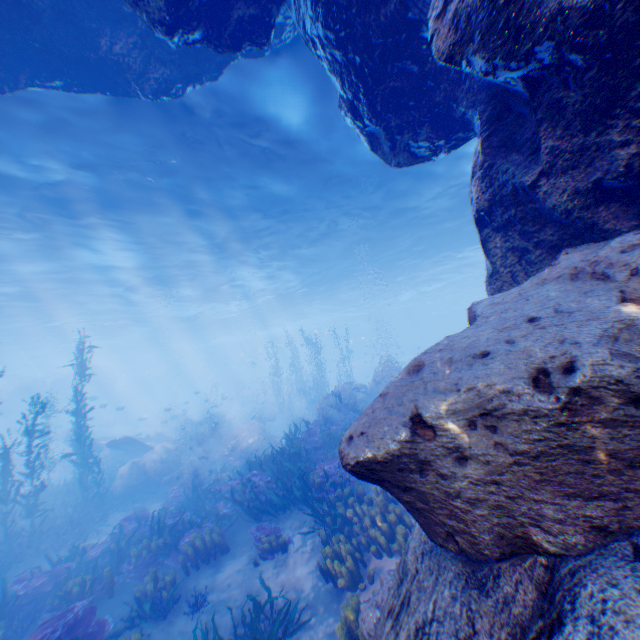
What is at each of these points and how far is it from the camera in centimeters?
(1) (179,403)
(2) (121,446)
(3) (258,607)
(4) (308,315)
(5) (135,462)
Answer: (1) rock, 5759cm
(2) plane, 1967cm
(3) instancedfoliageactor, 626cm
(4) light, 5175cm
(5) rock, 1711cm

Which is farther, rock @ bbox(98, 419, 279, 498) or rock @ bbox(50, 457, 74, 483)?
rock @ bbox(50, 457, 74, 483)

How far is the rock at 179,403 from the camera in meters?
32.4 m

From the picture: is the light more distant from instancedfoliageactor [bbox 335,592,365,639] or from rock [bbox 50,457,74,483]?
instancedfoliageactor [bbox 335,592,365,639]

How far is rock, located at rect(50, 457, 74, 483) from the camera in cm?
2573

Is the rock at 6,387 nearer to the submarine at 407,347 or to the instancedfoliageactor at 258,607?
the submarine at 407,347

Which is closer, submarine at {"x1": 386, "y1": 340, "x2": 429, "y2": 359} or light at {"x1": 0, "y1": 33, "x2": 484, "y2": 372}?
light at {"x1": 0, "y1": 33, "x2": 484, "y2": 372}

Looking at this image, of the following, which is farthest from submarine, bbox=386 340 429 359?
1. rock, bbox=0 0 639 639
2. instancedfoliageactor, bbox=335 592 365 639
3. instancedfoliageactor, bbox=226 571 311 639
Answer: instancedfoliageactor, bbox=335 592 365 639
